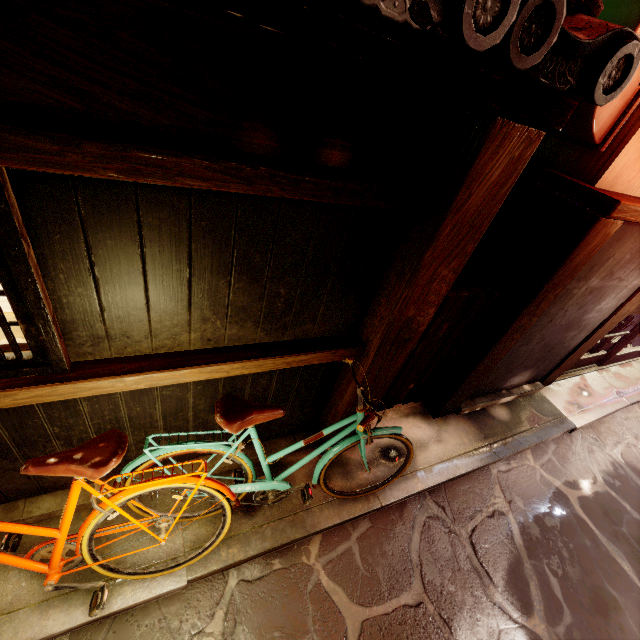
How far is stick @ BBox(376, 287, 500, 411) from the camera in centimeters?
575cm

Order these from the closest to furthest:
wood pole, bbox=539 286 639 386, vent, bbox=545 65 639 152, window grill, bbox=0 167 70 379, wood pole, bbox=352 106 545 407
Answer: window grill, bbox=0 167 70 379
wood pole, bbox=352 106 545 407
vent, bbox=545 65 639 152
wood pole, bbox=539 286 639 386

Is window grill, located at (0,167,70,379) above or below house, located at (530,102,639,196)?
below

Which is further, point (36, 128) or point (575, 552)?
point (575, 552)

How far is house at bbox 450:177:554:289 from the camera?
5.68m

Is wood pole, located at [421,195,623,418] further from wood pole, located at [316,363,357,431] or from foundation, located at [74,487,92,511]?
foundation, located at [74,487,92,511]

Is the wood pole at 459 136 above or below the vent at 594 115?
below

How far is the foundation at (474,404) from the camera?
8.05m
